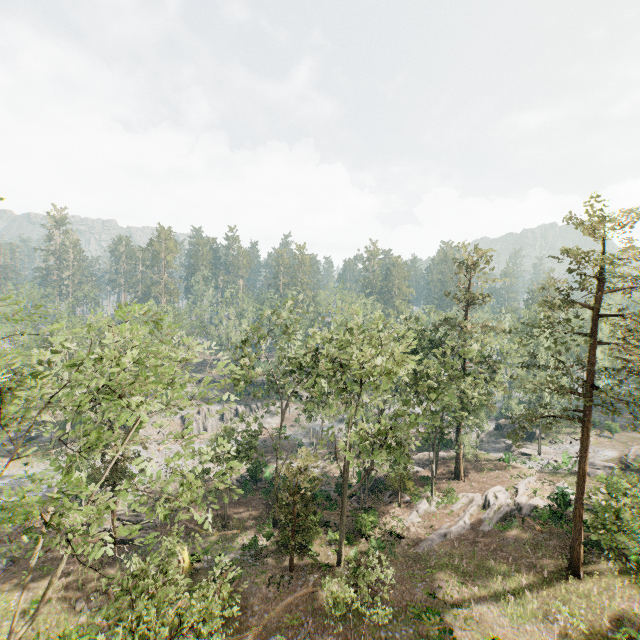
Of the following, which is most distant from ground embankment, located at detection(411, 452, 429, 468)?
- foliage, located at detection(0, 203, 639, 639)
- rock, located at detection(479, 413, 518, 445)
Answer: rock, located at detection(479, 413, 518, 445)

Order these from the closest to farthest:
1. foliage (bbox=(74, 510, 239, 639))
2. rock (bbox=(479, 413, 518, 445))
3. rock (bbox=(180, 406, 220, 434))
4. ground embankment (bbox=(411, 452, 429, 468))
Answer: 1. foliage (bbox=(74, 510, 239, 639))
2. ground embankment (bbox=(411, 452, 429, 468))
3. rock (bbox=(479, 413, 518, 445))
4. rock (bbox=(180, 406, 220, 434))

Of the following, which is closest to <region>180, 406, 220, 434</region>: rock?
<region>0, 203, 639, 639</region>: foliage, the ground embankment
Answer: <region>0, 203, 639, 639</region>: foliage

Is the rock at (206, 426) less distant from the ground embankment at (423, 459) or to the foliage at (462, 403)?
the foliage at (462, 403)

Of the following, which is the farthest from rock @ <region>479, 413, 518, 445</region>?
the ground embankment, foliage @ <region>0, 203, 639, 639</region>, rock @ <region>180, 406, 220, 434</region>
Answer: rock @ <region>180, 406, 220, 434</region>

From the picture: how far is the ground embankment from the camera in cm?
4089

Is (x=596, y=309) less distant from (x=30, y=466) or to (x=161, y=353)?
(x=161, y=353)

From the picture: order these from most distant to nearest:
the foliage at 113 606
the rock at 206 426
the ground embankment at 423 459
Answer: the rock at 206 426
the ground embankment at 423 459
the foliage at 113 606
